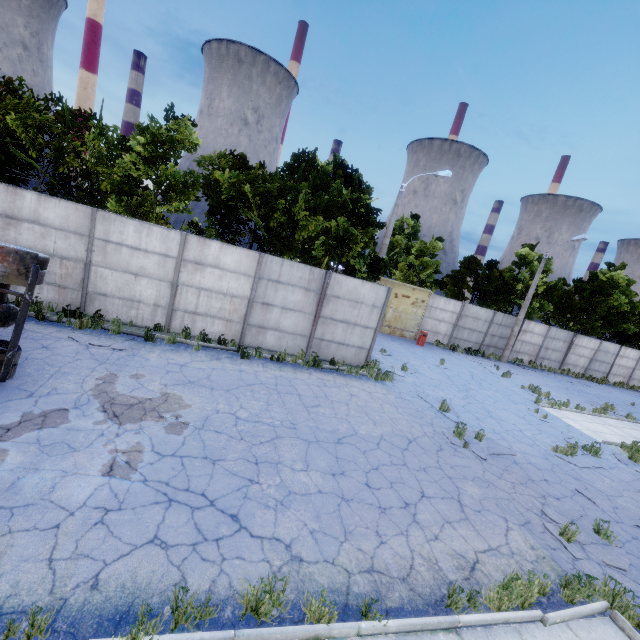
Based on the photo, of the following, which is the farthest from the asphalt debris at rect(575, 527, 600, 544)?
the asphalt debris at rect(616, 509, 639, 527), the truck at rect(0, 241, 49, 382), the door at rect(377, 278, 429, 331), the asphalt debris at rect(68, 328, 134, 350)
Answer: the door at rect(377, 278, 429, 331)

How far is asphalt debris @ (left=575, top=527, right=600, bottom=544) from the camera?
6.8 meters

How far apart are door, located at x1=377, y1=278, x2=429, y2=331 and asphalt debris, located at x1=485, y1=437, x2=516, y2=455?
13.02m

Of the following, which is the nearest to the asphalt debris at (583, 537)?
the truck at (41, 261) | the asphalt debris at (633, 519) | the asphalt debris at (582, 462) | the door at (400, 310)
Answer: the asphalt debris at (633, 519)

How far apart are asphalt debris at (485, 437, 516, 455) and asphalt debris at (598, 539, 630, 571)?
1.4m

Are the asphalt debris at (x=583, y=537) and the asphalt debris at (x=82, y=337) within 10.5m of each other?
no

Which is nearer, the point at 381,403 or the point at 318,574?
the point at 318,574
